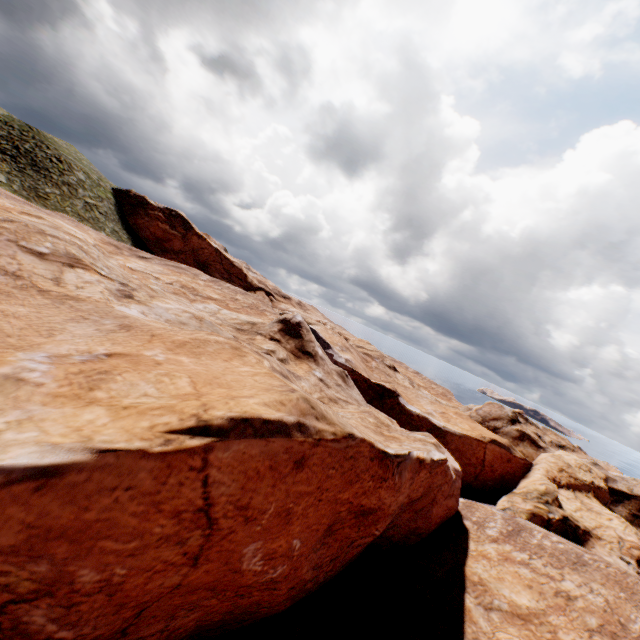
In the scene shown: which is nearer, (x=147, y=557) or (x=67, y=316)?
(x=147, y=557)
